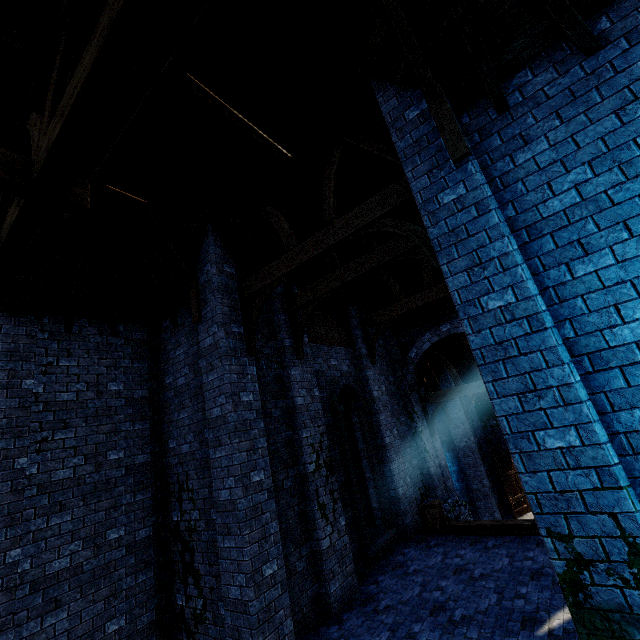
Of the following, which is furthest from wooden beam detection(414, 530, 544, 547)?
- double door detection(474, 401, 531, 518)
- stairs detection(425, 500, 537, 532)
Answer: double door detection(474, 401, 531, 518)

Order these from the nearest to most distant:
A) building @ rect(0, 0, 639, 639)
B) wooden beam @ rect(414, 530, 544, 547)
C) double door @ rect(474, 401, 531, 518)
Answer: building @ rect(0, 0, 639, 639) < wooden beam @ rect(414, 530, 544, 547) < double door @ rect(474, 401, 531, 518)

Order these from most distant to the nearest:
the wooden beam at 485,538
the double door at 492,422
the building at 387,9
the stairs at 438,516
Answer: the double door at 492,422 → the stairs at 438,516 → the wooden beam at 485,538 → the building at 387,9

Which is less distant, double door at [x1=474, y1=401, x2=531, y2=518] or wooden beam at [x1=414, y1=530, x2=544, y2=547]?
wooden beam at [x1=414, y1=530, x2=544, y2=547]

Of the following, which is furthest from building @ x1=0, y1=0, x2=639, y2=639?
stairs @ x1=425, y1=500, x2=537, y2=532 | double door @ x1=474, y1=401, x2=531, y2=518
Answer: stairs @ x1=425, y1=500, x2=537, y2=532

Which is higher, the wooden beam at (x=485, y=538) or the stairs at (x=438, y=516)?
the stairs at (x=438, y=516)

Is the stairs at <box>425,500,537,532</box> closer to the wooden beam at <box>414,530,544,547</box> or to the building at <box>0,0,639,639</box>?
the wooden beam at <box>414,530,544,547</box>

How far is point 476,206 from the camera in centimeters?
386cm
